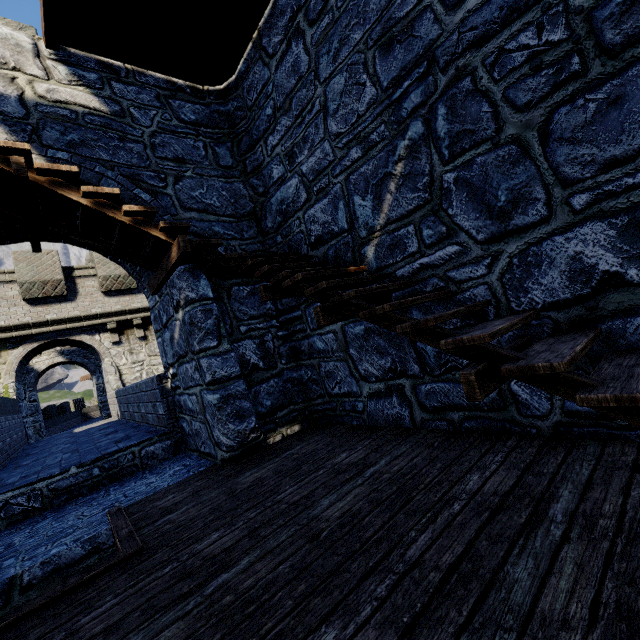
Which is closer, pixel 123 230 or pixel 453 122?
pixel 453 122
